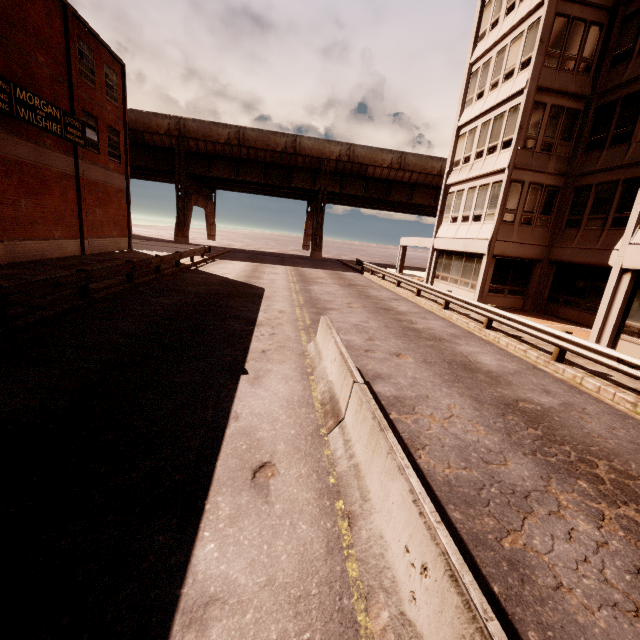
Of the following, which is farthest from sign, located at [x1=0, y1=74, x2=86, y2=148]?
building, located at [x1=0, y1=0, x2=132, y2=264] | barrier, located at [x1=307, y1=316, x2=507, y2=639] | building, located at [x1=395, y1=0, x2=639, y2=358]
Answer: building, located at [x1=395, y1=0, x2=639, y2=358]

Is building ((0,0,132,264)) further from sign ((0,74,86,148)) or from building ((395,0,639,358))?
building ((395,0,639,358))

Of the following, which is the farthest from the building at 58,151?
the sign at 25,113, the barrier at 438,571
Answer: the barrier at 438,571

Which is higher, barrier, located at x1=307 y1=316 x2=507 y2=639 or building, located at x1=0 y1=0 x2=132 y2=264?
building, located at x1=0 y1=0 x2=132 y2=264

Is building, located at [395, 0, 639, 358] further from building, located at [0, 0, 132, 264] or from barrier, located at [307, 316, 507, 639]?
building, located at [0, 0, 132, 264]

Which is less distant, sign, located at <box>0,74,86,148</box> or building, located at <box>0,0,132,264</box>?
sign, located at <box>0,74,86,148</box>

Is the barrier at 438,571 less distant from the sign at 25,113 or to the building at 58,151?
the building at 58,151

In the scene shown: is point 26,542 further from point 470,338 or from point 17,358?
point 470,338
